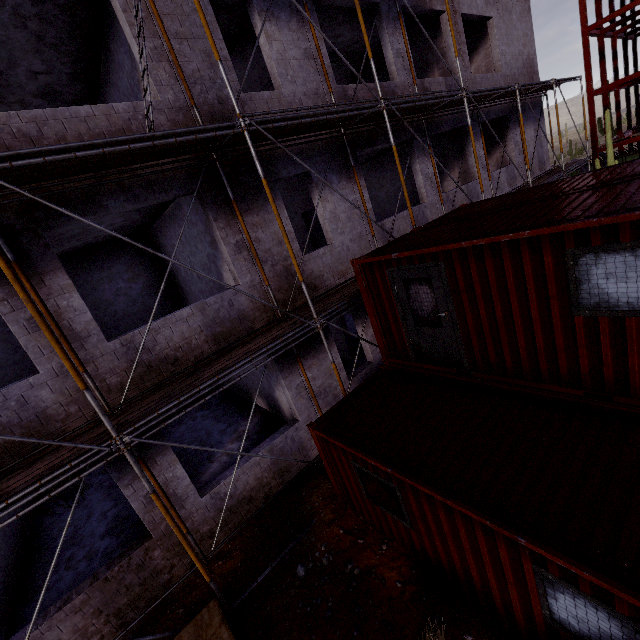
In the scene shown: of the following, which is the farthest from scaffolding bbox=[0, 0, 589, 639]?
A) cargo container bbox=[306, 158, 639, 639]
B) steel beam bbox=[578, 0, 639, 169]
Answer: steel beam bbox=[578, 0, 639, 169]

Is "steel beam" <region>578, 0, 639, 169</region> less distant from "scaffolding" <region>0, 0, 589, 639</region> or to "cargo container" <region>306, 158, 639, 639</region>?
"scaffolding" <region>0, 0, 589, 639</region>

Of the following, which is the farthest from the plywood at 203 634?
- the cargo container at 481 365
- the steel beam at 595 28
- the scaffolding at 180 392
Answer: the steel beam at 595 28

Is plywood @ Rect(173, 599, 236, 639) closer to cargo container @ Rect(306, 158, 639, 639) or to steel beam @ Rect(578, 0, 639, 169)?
cargo container @ Rect(306, 158, 639, 639)

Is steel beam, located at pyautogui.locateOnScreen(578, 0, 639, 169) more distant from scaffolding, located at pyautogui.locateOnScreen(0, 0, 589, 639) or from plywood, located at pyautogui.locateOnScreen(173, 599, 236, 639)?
plywood, located at pyautogui.locateOnScreen(173, 599, 236, 639)

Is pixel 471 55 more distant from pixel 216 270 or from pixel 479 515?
pixel 479 515

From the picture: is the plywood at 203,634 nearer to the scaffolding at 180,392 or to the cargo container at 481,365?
the scaffolding at 180,392

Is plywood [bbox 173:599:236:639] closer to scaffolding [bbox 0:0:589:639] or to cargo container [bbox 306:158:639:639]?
scaffolding [bbox 0:0:589:639]
